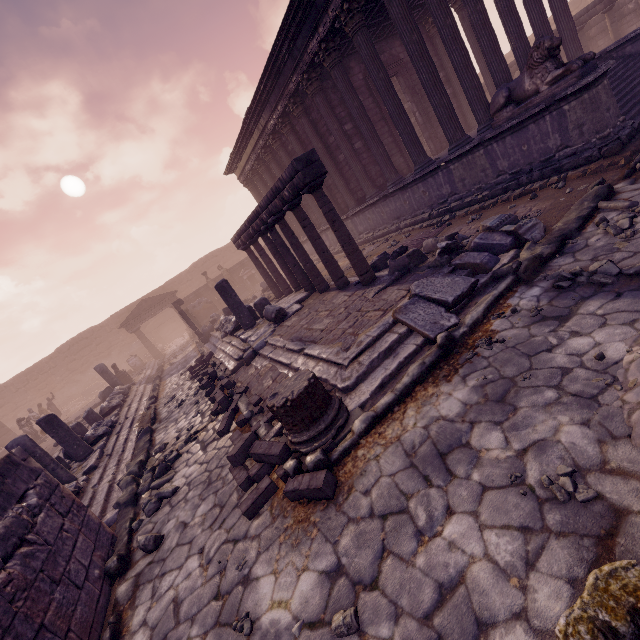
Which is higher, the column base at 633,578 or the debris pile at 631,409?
the column base at 633,578

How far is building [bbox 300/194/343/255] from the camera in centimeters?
1622cm

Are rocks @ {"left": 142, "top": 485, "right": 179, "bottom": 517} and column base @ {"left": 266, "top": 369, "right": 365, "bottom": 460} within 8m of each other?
yes

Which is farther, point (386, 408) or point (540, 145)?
point (540, 145)

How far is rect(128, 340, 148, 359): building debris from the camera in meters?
28.8 m

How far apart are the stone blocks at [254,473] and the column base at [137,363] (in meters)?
21.38

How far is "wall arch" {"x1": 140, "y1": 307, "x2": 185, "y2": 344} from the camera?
30.9m

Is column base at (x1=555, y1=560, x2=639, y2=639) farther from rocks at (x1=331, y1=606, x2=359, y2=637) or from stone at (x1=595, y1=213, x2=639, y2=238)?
stone at (x1=595, y1=213, x2=639, y2=238)
